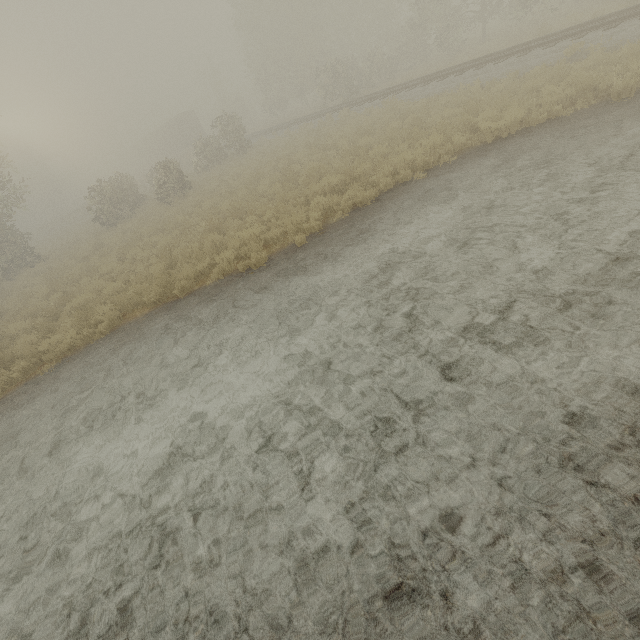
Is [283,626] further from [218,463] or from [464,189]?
[464,189]

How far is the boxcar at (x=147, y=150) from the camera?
42.6 meters

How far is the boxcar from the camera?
42.57m
